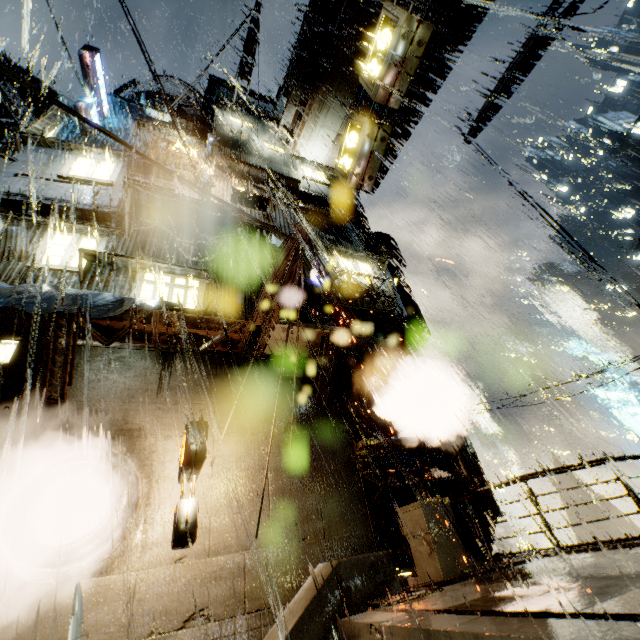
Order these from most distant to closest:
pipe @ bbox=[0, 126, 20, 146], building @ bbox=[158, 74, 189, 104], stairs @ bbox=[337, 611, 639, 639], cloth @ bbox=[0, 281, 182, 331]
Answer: pipe @ bbox=[0, 126, 20, 146] → building @ bbox=[158, 74, 189, 104] → cloth @ bbox=[0, 281, 182, 331] → stairs @ bbox=[337, 611, 639, 639]

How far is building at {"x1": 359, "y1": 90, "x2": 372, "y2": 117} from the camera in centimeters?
1788cm

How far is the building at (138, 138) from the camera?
15.1 meters

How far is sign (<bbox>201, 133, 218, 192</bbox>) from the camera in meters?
13.8

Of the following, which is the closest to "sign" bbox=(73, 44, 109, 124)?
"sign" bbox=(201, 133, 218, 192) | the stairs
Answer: "sign" bbox=(201, 133, 218, 192)

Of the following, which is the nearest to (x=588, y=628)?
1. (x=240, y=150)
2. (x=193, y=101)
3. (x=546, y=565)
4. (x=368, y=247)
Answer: (x=546, y=565)

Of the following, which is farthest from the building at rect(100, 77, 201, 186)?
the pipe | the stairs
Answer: the stairs
